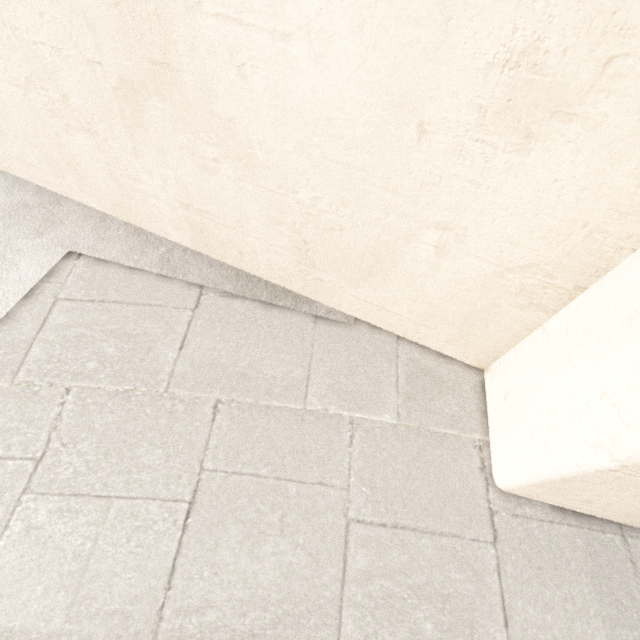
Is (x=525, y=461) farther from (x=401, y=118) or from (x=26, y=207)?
(x=26, y=207)
